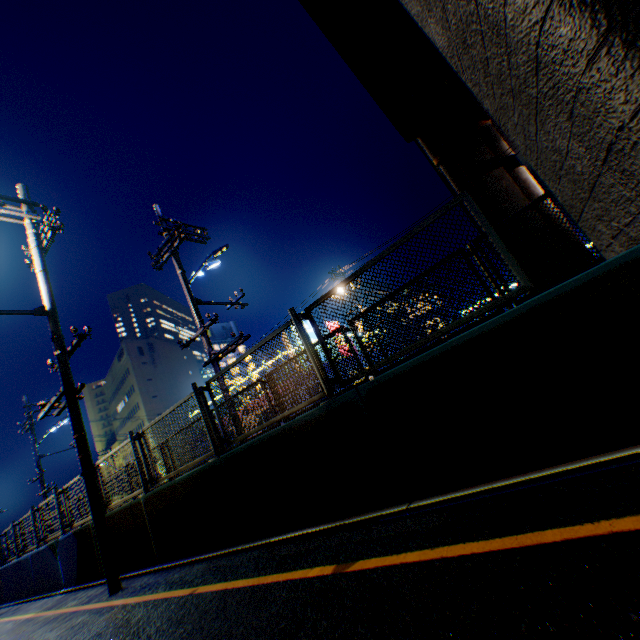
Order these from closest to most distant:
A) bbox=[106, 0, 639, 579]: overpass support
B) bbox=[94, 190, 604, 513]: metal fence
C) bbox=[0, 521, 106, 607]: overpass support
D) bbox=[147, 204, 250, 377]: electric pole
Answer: bbox=[106, 0, 639, 579]: overpass support
bbox=[94, 190, 604, 513]: metal fence
bbox=[0, 521, 106, 607]: overpass support
bbox=[147, 204, 250, 377]: electric pole

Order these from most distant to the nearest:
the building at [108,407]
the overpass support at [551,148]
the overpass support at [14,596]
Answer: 1. the building at [108,407]
2. the overpass support at [14,596]
3. the overpass support at [551,148]

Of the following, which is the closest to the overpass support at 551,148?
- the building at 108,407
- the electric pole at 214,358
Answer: the electric pole at 214,358

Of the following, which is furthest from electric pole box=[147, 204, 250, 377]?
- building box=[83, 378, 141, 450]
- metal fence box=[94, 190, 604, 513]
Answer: building box=[83, 378, 141, 450]

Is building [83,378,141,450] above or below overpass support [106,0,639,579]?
above

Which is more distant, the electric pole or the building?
the building

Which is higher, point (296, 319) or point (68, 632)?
point (296, 319)

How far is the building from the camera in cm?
5506
